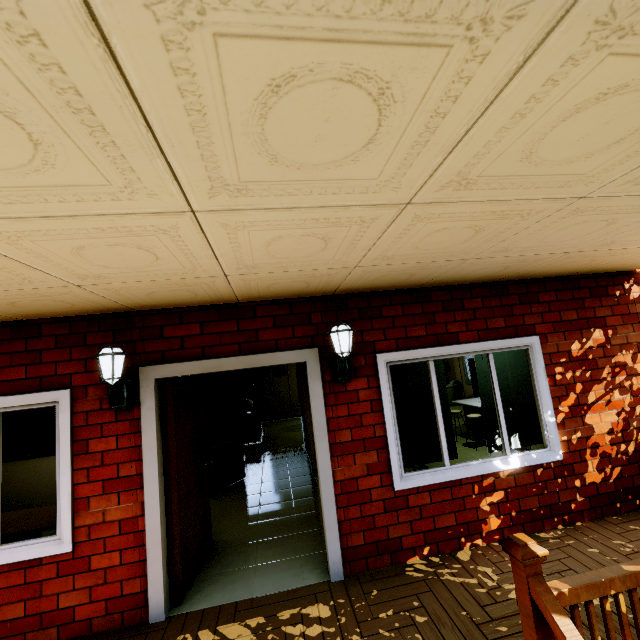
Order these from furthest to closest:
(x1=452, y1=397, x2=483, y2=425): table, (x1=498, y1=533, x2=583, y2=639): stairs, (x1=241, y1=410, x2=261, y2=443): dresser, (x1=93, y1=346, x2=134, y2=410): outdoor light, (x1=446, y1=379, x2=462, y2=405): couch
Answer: (x1=446, y1=379, x2=462, y2=405): couch < (x1=241, y1=410, x2=261, y2=443): dresser < (x1=452, y1=397, x2=483, y2=425): table < (x1=93, y1=346, x2=134, y2=410): outdoor light < (x1=498, y1=533, x2=583, y2=639): stairs

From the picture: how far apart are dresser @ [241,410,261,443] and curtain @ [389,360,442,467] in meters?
6.5

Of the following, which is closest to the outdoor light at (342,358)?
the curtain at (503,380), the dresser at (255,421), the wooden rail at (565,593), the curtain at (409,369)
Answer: the curtain at (409,369)

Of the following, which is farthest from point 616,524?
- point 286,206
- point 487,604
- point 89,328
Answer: point 89,328

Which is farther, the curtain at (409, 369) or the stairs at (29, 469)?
the stairs at (29, 469)

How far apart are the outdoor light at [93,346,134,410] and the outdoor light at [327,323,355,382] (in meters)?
1.89

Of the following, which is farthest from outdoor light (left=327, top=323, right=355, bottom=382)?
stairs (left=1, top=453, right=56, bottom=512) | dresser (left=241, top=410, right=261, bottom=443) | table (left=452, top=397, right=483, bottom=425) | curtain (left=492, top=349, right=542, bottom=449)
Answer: dresser (left=241, top=410, right=261, bottom=443)

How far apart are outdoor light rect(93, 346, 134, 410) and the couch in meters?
10.6 m
